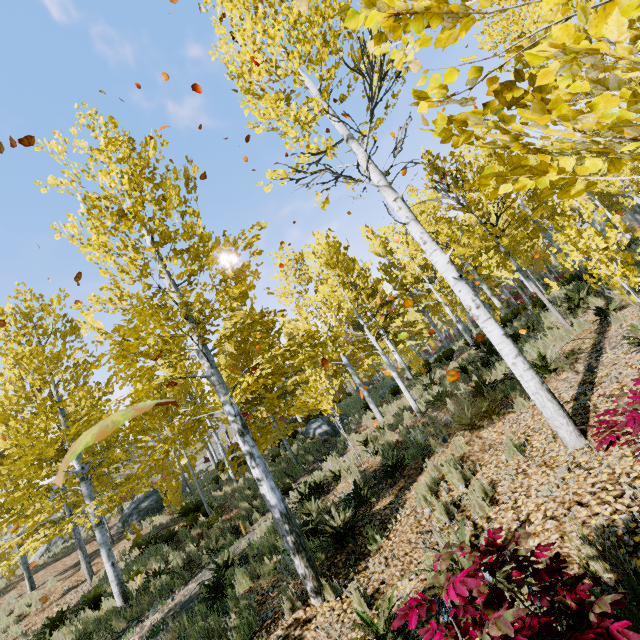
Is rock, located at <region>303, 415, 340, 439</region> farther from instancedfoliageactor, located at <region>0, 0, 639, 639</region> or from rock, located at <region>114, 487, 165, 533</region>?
A: rock, located at <region>114, 487, 165, 533</region>

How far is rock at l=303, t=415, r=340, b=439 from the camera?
17.7 meters

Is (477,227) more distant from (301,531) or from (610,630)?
(610,630)

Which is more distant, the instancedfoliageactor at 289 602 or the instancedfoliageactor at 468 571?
the instancedfoliageactor at 289 602

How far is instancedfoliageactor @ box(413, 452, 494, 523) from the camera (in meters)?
4.32

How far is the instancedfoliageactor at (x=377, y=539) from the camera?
5.3 meters
